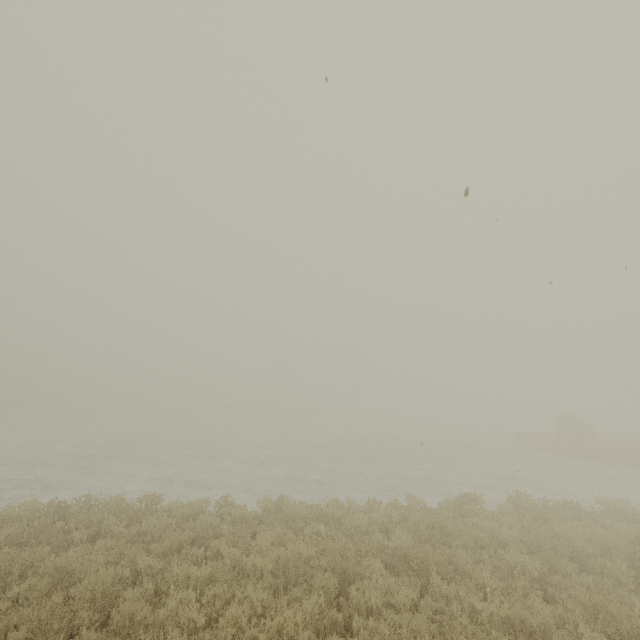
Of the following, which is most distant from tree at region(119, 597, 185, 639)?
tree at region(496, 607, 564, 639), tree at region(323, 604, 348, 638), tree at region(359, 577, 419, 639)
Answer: tree at region(496, 607, 564, 639)

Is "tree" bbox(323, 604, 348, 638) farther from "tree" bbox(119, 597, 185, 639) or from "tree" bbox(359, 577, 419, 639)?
"tree" bbox(119, 597, 185, 639)

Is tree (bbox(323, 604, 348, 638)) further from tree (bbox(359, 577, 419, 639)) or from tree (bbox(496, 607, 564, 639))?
tree (bbox(496, 607, 564, 639))

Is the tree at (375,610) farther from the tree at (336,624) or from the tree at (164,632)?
the tree at (164,632)

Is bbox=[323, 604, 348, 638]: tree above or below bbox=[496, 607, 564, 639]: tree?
below

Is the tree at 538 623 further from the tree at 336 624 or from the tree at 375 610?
the tree at 336 624

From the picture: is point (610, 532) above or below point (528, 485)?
above

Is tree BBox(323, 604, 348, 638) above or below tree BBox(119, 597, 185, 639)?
below
